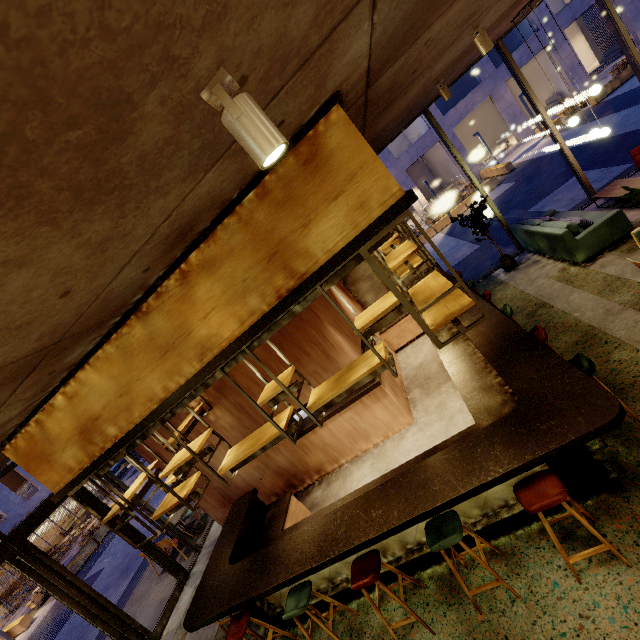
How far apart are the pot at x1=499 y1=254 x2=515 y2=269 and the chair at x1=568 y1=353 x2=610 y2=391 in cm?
522

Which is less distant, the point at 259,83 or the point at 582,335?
the point at 259,83

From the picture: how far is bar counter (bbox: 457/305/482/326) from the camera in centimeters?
539cm

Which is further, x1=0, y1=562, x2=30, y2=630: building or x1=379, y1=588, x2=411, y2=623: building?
x1=0, y1=562, x2=30, y2=630: building

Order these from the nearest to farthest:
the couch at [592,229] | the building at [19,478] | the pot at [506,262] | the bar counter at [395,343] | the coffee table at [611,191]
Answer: the couch at [592,229]
the coffee table at [611,191]
the pot at [506,262]
the bar counter at [395,343]
the building at [19,478]

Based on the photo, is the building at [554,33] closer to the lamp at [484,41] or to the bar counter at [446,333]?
the bar counter at [446,333]

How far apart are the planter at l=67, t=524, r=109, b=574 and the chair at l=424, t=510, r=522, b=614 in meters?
20.7

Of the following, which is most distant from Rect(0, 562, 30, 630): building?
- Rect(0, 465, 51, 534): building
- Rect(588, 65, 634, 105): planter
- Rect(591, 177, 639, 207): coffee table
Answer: Rect(588, 65, 634, 105): planter
